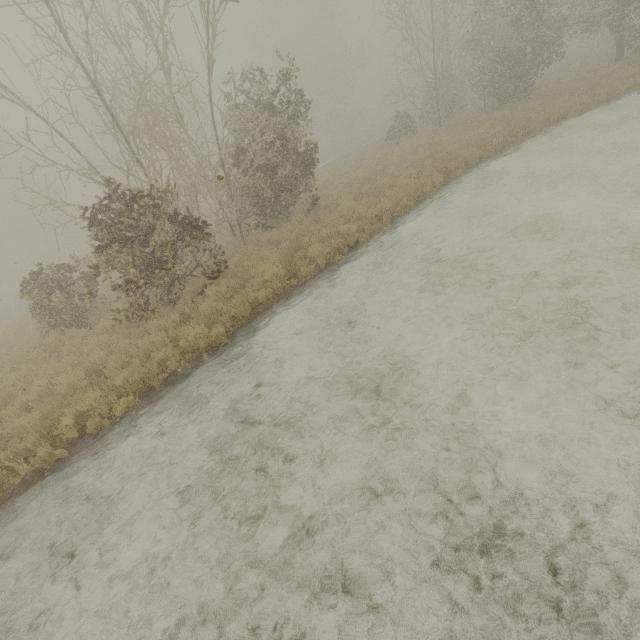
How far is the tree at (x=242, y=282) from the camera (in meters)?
8.67

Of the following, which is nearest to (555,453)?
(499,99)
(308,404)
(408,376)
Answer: (408,376)

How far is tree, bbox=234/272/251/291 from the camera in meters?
8.7 m
